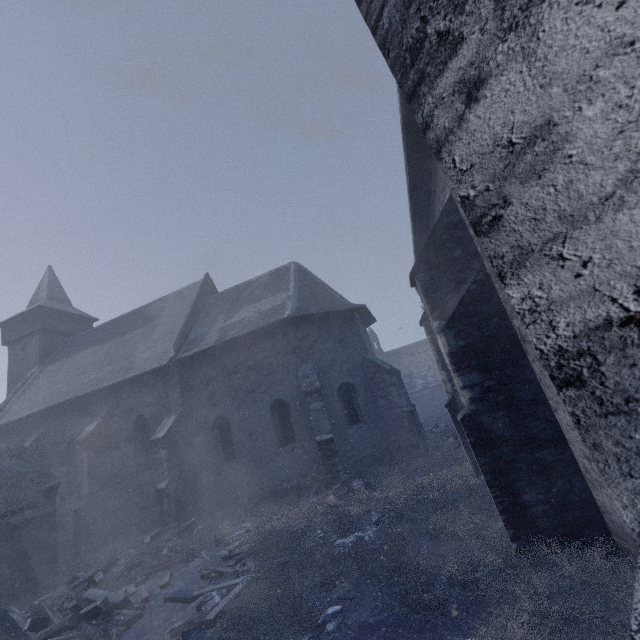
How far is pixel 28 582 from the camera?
9.3 meters

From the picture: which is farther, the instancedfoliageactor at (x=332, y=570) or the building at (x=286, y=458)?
the instancedfoliageactor at (x=332, y=570)

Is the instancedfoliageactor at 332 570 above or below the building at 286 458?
below

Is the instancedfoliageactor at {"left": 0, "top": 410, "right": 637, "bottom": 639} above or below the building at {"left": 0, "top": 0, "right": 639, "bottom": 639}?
below

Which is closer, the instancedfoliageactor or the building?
the building
